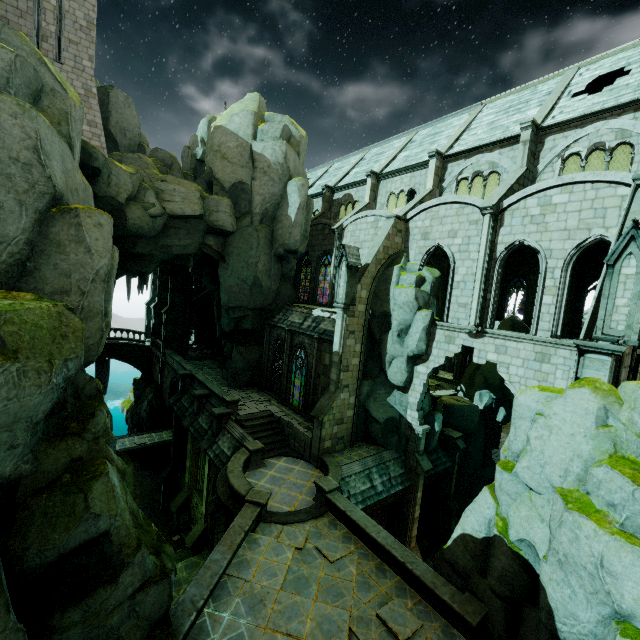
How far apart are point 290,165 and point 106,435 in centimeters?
2171cm

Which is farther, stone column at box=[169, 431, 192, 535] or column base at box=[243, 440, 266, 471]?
stone column at box=[169, 431, 192, 535]

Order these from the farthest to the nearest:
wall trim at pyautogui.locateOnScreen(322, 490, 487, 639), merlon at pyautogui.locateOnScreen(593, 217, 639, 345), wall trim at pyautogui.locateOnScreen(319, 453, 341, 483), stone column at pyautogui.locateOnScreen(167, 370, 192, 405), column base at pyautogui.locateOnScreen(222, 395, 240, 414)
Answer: stone column at pyautogui.locateOnScreen(167, 370, 192, 405) < column base at pyautogui.locateOnScreen(222, 395, 240, 414) < wall trim at pyautogui.locateOnScreen(319, 453, 341, 483) < wall trim at pyautogui.locateOnScreen(322, 490, 487, 639) < merlon at pyautogui.locateOnScreen(593, 217, 639, 345)

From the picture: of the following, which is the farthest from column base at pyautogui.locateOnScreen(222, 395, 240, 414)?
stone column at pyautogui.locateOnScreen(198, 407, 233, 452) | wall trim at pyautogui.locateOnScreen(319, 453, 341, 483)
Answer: wall trim at pyautogui.locateOnScreen(319, 453, 341, 483)

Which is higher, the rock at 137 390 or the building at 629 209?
the building at 629 209

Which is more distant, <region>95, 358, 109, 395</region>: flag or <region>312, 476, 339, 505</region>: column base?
<region>95, 358, 109, 395</region>: flag

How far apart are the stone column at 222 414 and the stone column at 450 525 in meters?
15.3 m

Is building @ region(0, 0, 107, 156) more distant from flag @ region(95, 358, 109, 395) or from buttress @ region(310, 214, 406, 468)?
buttress @ region(310, 214, 406, 468)
